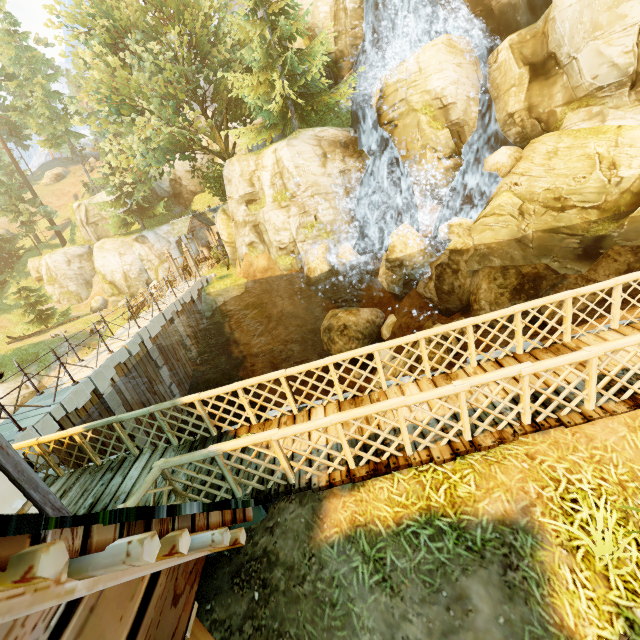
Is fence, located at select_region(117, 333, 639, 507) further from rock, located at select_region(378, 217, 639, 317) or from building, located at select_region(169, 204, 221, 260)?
building, located at select_region(169, 204, 221, 260)

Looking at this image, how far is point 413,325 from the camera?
18.08m

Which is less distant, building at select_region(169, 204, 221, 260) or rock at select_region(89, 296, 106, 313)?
building at select_region(169, 204, 221, 260)

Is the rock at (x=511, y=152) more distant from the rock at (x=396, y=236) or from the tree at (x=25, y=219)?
the tree at (x=25, y=219)

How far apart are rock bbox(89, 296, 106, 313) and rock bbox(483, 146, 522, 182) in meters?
42.0

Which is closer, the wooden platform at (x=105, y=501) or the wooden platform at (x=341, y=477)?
the wooden platform at (x=341, y=477)

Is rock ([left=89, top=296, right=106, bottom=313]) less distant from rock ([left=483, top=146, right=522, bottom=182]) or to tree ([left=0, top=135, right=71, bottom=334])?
tree ([left=0, top=135, right=71, bottom=334])

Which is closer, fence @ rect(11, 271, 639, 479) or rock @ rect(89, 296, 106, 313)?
fence @ rect(11, 271, 639, 479)
